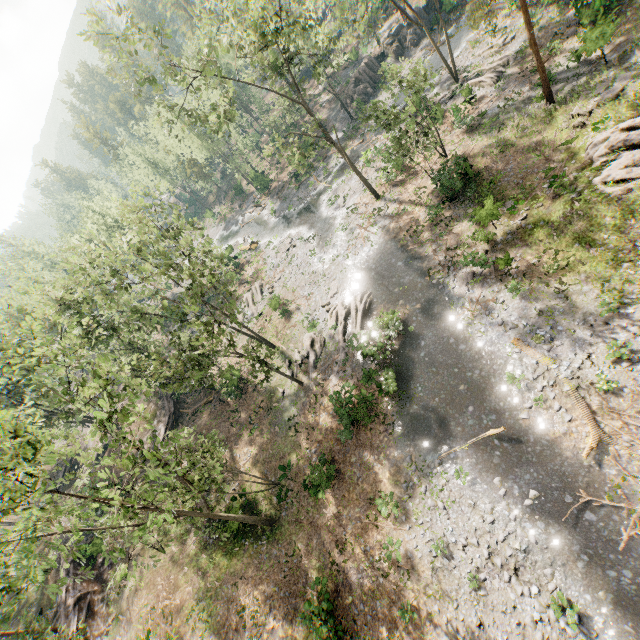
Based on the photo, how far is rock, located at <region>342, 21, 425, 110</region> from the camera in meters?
44.0 m

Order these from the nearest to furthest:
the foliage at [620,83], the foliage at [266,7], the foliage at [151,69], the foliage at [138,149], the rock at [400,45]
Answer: the foliage at [620,83], the foliage at [151,69], the foliage at [266,7], the rock at [400,45], the foliage at [138,149]

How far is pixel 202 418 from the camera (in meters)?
32.84

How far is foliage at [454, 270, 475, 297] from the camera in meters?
21.9 m

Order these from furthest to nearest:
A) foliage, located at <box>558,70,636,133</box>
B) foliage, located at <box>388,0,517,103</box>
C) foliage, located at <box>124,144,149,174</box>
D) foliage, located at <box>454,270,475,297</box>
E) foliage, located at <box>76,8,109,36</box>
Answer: foliage, located at <box>124,144,149,174</box> → foliage, located at <box>388,0,517,103</box> → foliage, located at <box>454,270,475,297</box> → foliage, located at <box>558,70,636,133</box> → foliage, located at <box>76,8,109,36</box>

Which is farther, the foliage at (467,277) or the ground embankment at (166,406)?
the ground embankment at (166,406)

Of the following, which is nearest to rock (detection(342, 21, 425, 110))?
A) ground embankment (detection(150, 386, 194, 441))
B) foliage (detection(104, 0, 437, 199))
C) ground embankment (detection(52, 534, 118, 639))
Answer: foliage (detection(104, 0, 437, 199))

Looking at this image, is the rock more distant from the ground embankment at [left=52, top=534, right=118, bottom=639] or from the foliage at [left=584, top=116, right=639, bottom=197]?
the ground embankment at [left=52, top=534, right=118, bottom=639]
